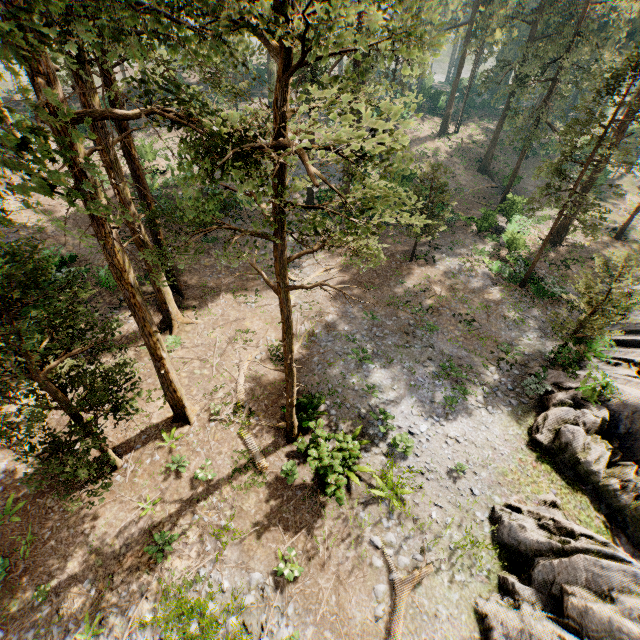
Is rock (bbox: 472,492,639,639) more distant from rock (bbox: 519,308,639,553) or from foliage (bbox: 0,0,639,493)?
foliage (bbox: 0,0,639,493)

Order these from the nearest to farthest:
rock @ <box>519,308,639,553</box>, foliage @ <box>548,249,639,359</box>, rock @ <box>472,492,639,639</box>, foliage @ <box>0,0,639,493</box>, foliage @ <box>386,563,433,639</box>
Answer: foliage @ <box>0,0,639,493</box>, rock @ <box>472,492,639,639</box>, foliage @ <box>386,563,433,639</box>, rock @ <box>519,308,639,553</box>, foliage @ <box>548,249,639,359</box>

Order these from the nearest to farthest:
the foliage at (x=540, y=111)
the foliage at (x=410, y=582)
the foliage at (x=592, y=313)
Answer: the foliage at (x=540, y=111) < the foliage at (x=410, y=582) < the foliage at (x=592, y=313)

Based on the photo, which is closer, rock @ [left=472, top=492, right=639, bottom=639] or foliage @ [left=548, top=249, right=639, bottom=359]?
rock @ [left=472, top=492, right=639, bottom=639]

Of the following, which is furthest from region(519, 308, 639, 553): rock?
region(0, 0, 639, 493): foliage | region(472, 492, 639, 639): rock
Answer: region(0, 0, 639, 493): foliage

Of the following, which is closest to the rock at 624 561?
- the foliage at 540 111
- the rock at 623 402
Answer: the rock at 623 402

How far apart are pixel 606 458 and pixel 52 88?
23.0m
